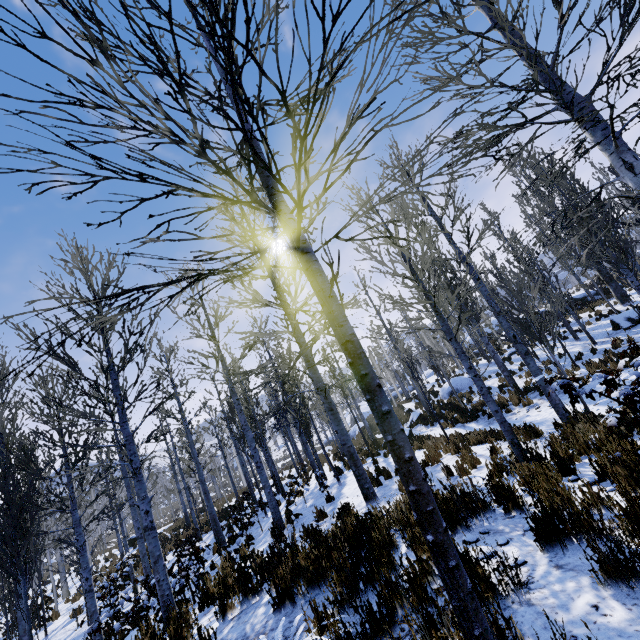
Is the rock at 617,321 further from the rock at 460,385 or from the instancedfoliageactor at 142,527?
the rock at 460,385

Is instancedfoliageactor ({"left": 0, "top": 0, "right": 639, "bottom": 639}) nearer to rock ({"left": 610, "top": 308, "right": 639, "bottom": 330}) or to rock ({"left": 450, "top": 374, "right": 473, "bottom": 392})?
rock ({"left": 610, "top": 308, "right": 639, "bottom": 330})

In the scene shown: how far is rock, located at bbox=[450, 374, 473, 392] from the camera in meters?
21.9 m

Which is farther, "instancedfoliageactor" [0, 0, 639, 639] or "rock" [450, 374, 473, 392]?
"rock" [450, 374, 473, 392]

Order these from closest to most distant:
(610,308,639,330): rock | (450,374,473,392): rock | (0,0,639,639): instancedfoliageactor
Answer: (0,0,639,639): instancedfoliageactor < (610,308,639,330): rock < (450,374,473,392): rock

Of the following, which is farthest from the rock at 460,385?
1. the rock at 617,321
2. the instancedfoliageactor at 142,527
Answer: the rock at 617,321

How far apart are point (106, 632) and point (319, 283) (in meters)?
13.66
